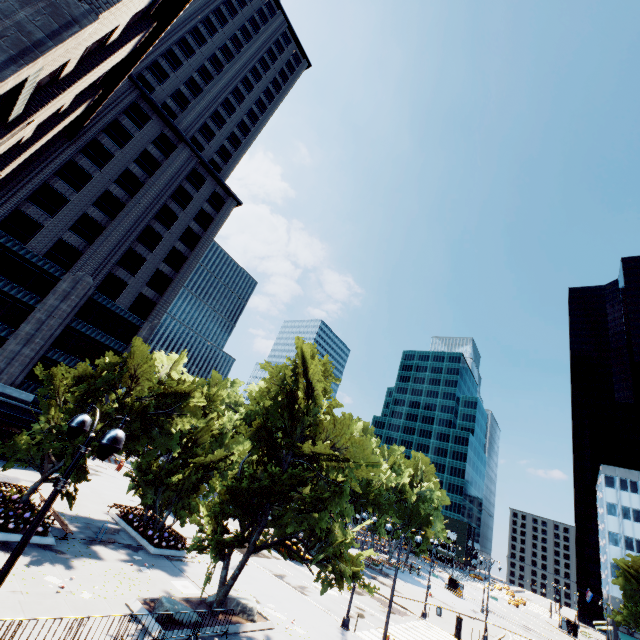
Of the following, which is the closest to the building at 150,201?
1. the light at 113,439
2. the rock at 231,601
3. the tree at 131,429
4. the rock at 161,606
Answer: the light at 113,439

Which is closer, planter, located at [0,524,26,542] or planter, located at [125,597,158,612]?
planter, located at [125,597,158,612]

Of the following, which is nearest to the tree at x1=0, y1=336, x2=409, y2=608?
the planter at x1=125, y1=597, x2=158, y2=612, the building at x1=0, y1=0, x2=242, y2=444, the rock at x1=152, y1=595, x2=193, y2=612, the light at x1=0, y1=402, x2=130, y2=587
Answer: the planter at x1=125, y1=597, x2=158, y2=612

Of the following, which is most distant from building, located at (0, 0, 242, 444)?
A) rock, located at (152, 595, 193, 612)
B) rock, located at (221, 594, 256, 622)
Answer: rock, located at (221, 594, 256, 622)

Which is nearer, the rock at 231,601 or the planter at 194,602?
the planter at 194,602

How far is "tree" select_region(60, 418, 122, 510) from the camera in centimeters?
2003cm

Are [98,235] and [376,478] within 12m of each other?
no

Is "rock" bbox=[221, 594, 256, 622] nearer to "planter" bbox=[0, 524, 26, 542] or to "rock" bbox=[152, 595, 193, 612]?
"rock" bbox=[152, 595, 193, 612]
